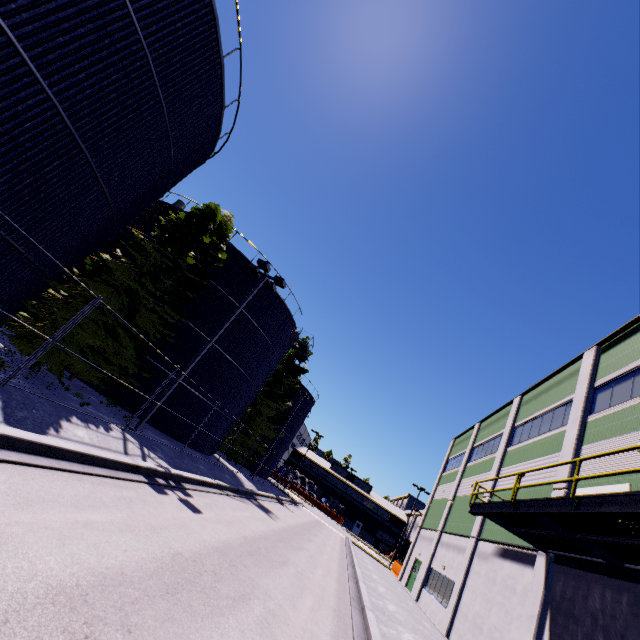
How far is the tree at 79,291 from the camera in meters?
11.5 m

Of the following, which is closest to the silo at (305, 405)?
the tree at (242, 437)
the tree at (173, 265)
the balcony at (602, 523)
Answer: the tree at (242, 437)

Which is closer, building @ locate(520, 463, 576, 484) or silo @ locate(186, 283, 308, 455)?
building @ locate(520, 463, 576, 484)

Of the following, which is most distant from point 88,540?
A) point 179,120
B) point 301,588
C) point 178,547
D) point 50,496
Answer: point 179,120

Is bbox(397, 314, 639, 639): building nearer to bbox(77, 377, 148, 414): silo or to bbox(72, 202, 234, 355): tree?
bbox(77, 377, 148, 414): silo

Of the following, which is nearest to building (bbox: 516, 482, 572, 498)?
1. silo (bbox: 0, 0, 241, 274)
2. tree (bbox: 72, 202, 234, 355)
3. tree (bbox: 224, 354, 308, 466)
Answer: tree (bbox: 224, 354, 308, 466)

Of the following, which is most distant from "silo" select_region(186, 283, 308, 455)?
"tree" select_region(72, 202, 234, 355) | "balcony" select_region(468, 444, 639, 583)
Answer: "balcony" select_region(468, 444, 639, 583)

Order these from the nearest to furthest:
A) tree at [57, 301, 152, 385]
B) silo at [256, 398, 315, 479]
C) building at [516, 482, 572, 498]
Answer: tree at [57, 301, 152, 385], building at [516, 482, 572, 498], silo at [256, 398, 315, 479]
